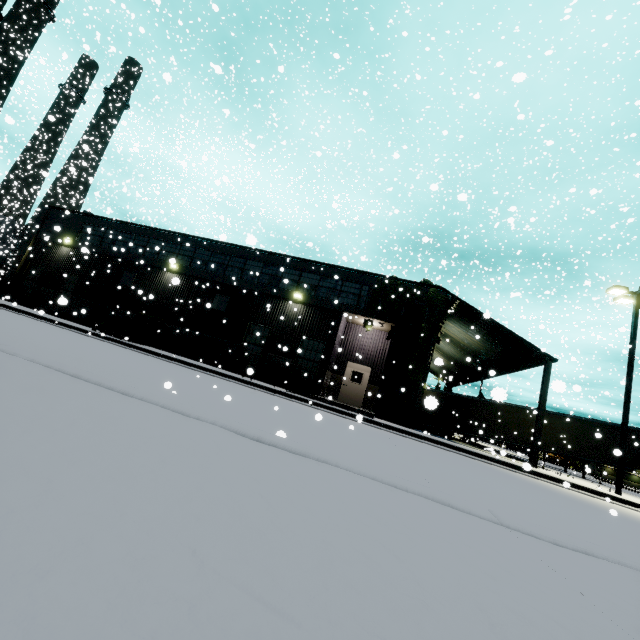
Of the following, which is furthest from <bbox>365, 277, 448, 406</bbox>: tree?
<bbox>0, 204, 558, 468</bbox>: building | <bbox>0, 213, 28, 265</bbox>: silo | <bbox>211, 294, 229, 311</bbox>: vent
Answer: <bbox>0, 213, 28, 265</bbox>: silo

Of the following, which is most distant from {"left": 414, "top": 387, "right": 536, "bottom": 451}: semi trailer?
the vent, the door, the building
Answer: the door

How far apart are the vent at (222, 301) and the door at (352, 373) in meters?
8.0 m

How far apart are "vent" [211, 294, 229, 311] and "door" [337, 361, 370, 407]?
8.0m

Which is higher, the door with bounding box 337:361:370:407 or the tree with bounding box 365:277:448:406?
the tree with bounding box 365:277:448:406

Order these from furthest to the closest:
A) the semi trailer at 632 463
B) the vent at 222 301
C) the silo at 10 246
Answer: the silo at 10 246 < the semi trailer at 632 463 < the vent at 222 301

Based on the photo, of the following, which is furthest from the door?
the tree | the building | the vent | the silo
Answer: the silo

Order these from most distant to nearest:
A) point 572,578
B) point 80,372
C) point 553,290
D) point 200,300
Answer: point 553,290, point 200,300, point 80,372, point 572,578
